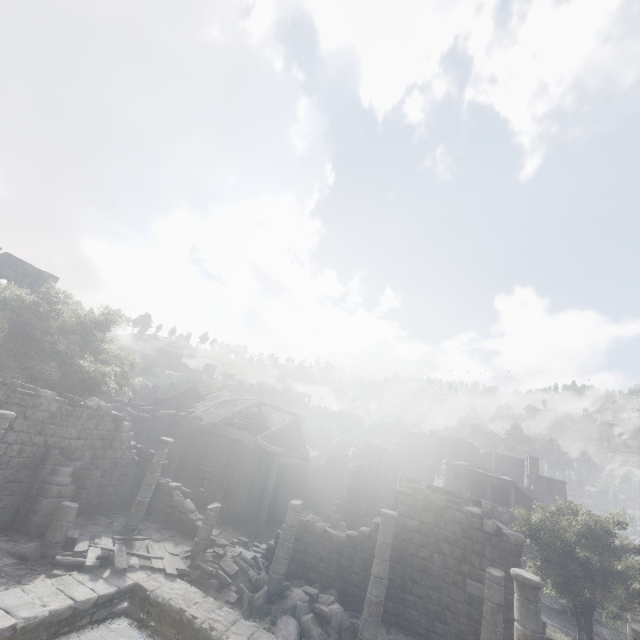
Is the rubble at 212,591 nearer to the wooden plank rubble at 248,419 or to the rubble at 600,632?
the wooden plank rubble at 248,419

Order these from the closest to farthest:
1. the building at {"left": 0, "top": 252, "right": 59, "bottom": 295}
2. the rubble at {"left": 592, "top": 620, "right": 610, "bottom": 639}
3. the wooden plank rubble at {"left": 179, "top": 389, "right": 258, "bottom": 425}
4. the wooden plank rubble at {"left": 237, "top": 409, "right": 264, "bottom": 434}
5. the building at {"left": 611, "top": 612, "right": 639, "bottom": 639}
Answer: the building at {"left": 611, "top": 612, "right": 639, "bottom": 639} < the rubble at {"left": 592, "top": 620, "right": 610, "bottom": 639} < the wooden plank rubble at {"left": 179, "top": 389, "right": 258, "bottom": 425} < the building at {"left": 0, "top": 252, "right": 59, "bottom": 295} < the wooden plank rubble at {"left": 237, "top": 409, "right": 264, "bottom": 434}

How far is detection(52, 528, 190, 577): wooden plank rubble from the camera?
9.89m

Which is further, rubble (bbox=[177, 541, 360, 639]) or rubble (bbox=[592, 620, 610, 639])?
rubble (bbox=[592, 620, 610, 639])

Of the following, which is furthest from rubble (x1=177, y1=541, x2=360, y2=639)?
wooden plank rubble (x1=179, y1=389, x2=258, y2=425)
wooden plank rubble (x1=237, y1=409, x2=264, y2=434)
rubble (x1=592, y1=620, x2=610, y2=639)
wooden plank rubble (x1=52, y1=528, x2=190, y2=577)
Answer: rubble (x1=592, y1=620, x2=610, y2=639)

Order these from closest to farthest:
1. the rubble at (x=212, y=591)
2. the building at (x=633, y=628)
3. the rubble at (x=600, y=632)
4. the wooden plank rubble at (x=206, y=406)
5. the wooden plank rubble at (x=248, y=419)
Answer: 1. the building at (x=633, y=628)
2. the rubble at (x=212, y=591)
3. the rubble at (x=600, y=632)
4. the wooden plank rubble at (x=206, y=406)
5. the wooden plank rubble at (x=248, y=419)

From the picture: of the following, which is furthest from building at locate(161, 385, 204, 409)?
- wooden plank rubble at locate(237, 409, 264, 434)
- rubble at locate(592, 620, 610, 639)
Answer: rubble at locate(592, 620, 610, 639)

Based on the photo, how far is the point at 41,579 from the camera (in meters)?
9.09
